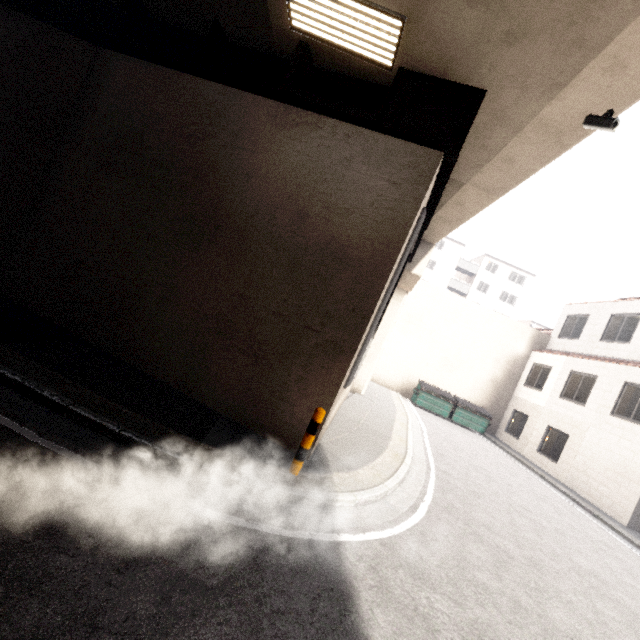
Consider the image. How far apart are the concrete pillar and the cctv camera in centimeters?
806cm

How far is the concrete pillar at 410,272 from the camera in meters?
13.1

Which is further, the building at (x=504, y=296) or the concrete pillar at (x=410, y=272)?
the building at (x=504, y=296)

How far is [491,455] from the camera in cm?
1406

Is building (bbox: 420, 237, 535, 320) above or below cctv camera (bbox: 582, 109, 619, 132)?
above

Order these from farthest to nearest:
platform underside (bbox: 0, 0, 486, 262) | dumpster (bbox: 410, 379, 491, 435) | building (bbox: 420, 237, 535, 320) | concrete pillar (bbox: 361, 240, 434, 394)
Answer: building (bbox: 420, 237, 535, 320) < dumpster (bbox: 410, 379, 491, 435) < concrete pillar (bbox: 361, 240, 434, 394) < platform underside (bbox: 0, 0, 486, 262)

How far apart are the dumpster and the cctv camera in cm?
1498

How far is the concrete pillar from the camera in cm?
1313
